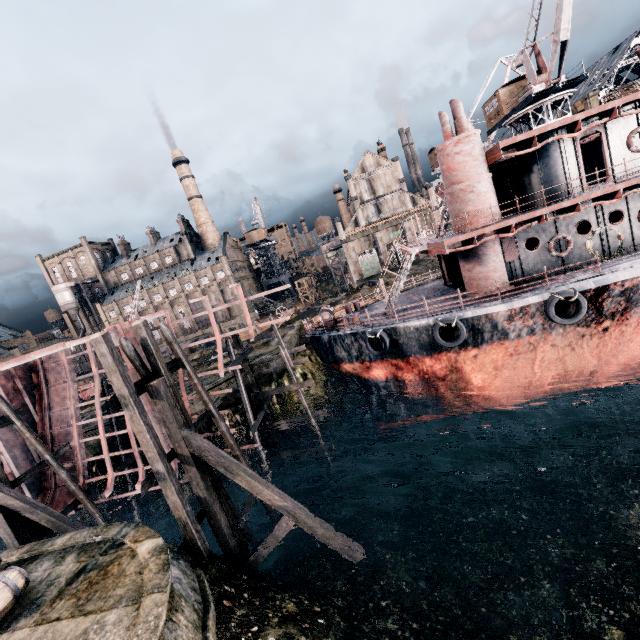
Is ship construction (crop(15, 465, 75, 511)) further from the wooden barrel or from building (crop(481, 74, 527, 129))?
building (crop(481, 74, 527, 129))

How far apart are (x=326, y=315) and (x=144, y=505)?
19.0m

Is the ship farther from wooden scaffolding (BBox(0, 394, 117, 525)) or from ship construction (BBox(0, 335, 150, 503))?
wooden scaffolding (BBox(0, 394, 117, 525))

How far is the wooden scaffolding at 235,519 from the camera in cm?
1313

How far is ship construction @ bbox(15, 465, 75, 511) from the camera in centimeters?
1883cm

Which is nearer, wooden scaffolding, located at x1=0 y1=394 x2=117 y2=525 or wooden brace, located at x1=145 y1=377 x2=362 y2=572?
wooden brace, located at x1=145 y1=377 x2=362 y2=572

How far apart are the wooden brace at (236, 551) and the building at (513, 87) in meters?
43.6

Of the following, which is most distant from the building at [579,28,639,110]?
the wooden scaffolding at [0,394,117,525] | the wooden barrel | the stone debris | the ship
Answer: the wooden barrel
